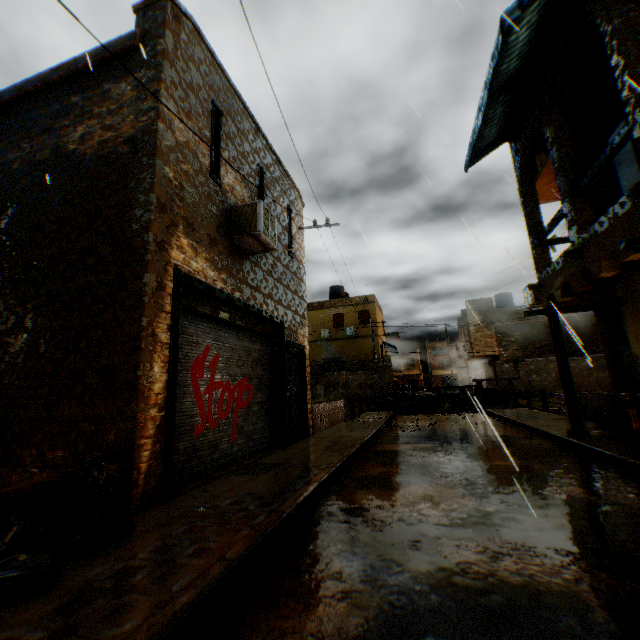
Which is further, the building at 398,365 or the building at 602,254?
the building at 398,365

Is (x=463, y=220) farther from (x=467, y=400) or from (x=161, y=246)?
(x=467, y=400)

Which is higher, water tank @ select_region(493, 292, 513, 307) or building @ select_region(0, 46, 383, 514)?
water tank @ select_region(493, 292, 513, 307)

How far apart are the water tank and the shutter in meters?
15.7 m

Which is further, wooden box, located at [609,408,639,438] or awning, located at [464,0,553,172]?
wooden box, located at [609,408,639,438]

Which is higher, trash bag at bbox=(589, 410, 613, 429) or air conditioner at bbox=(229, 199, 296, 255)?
air conditioner at bbox=(229, 199, 296, 255)

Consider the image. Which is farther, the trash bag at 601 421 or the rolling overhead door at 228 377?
the trash bag at 601 421

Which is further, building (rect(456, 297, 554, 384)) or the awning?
building (rect(456, 297, 554, 384))
